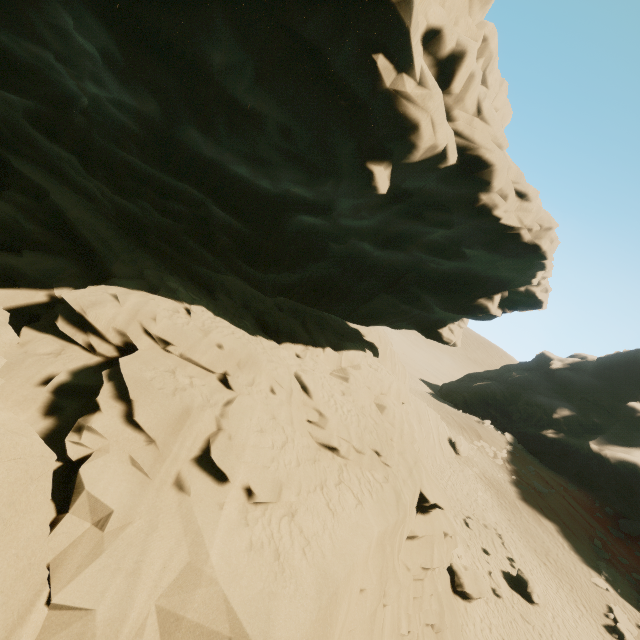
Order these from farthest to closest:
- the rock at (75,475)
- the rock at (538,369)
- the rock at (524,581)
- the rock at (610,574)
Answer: the rock at (538,369)
the rock at (610,574)
the rock at (524,581)
the rock at (75,475)

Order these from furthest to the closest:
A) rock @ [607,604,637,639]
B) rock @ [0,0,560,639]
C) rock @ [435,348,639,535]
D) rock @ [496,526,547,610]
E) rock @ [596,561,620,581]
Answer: rock @ [435,348,639,535] → rock @ [596,561,620,581] → rock @ [607,604,637,639] → rock @ [496,526,547,610] → rock @ [0,0,560,639]

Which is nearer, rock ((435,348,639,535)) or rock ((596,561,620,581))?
rock ((596,561,620,581))

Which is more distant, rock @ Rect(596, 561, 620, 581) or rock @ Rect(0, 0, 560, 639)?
rock @ Rect(596, 561, 620, 581)

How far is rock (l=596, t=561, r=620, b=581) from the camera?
20.89m

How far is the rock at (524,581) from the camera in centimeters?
1636cm

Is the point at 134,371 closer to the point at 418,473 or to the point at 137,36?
the point at 137,36
